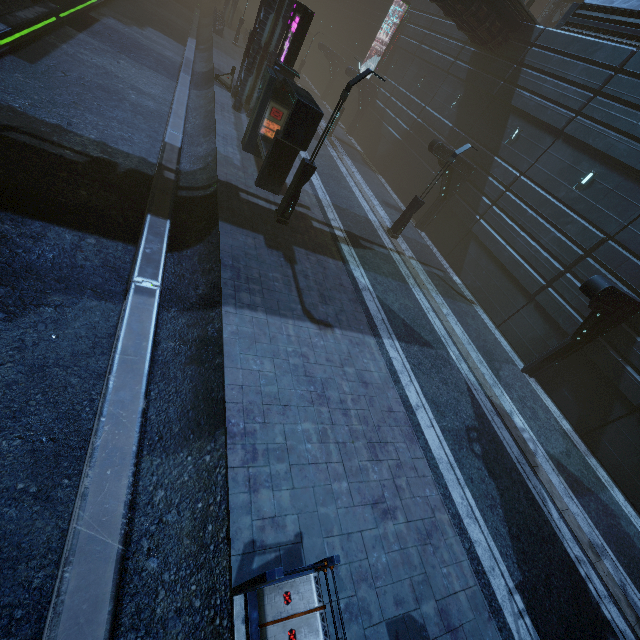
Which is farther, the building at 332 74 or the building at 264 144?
the building at 332 74

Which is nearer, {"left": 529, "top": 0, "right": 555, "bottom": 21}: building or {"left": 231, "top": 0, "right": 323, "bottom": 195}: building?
{"left": 231, "top": 0, "right": 323, "bottom": 195}: building

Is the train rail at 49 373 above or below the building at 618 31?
below

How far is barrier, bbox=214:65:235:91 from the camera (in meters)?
21.71

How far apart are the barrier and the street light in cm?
1468

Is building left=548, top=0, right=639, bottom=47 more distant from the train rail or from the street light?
the street light

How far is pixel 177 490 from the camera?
5.6 meters

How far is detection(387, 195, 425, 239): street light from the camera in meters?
17.0
